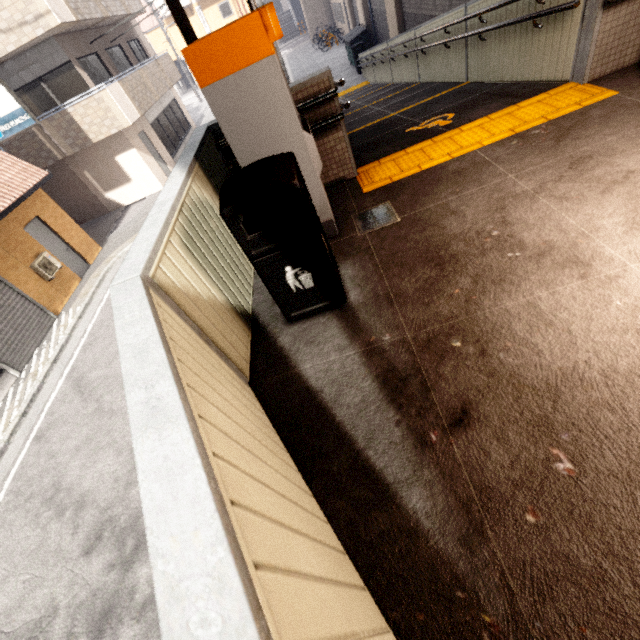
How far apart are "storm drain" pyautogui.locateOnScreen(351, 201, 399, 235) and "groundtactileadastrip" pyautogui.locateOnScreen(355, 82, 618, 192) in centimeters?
36cm

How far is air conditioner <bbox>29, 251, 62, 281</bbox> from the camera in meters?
9.6

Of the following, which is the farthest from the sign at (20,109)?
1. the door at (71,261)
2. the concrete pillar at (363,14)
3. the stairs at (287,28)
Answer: the stairs at (287,28)

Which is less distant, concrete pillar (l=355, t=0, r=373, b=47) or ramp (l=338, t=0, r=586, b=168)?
ramp (l=338, t=0, r=586, b=168)

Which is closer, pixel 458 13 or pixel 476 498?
pixel 476 498

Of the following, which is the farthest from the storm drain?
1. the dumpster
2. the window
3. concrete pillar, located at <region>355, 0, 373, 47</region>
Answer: the window

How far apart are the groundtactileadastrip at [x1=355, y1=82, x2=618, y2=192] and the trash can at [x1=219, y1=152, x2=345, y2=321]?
1.4m

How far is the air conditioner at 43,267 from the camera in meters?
9.6 m
